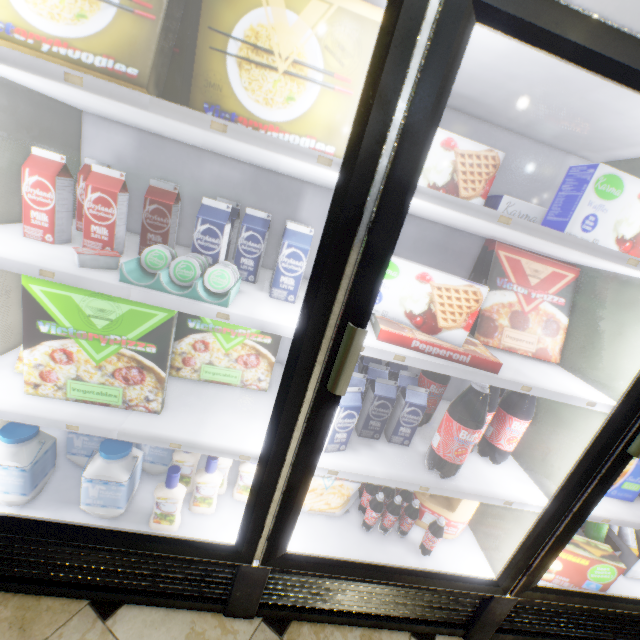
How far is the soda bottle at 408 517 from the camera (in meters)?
1.34

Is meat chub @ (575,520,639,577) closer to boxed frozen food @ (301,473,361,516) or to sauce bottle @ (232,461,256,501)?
boxed frozen food @ (301,473,361,516)

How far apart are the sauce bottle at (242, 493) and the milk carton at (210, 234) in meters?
0.7

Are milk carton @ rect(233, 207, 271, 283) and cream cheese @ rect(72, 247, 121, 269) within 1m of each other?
yes

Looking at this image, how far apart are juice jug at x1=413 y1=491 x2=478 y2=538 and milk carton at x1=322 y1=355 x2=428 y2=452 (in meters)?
0.35

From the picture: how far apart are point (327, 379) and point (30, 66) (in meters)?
0.93

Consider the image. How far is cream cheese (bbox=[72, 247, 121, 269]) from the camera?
0.83m

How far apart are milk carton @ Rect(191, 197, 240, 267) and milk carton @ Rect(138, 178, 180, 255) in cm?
19
